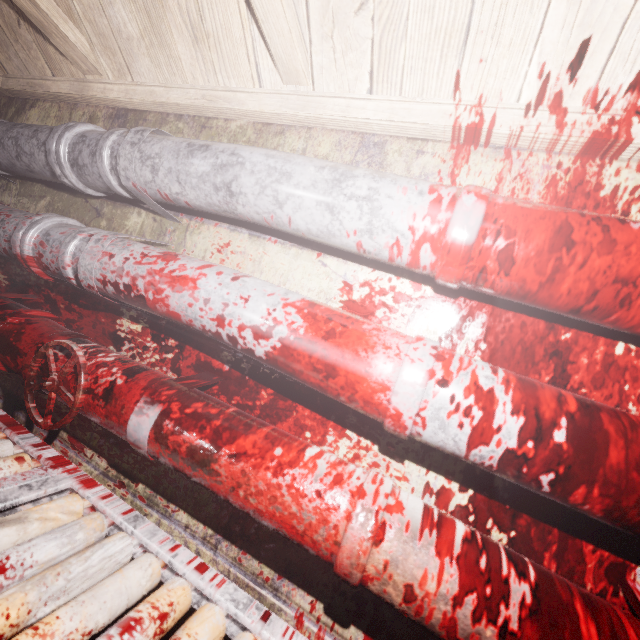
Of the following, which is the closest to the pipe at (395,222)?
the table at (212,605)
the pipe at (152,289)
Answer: the pipe at (152,289)

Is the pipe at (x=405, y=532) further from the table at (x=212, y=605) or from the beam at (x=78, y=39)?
the beam at (x=78, y=39)

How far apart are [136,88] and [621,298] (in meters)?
1.57

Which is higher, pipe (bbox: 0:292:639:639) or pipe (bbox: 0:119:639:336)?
pipe (bbox: 0:119:639:336)

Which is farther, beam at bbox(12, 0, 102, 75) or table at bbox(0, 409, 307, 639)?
beam at bbox(12, 0, 102, 75)

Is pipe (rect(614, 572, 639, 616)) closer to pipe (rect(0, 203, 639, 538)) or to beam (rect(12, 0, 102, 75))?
pipe (rect(0, 203, 639, 538))

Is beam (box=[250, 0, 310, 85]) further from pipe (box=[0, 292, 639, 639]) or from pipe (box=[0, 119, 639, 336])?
pipe (box=[0, 292, 639, 639])

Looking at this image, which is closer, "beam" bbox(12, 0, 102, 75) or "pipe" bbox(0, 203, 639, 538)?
"pipe" bbox(0, 203, 639, 538)
